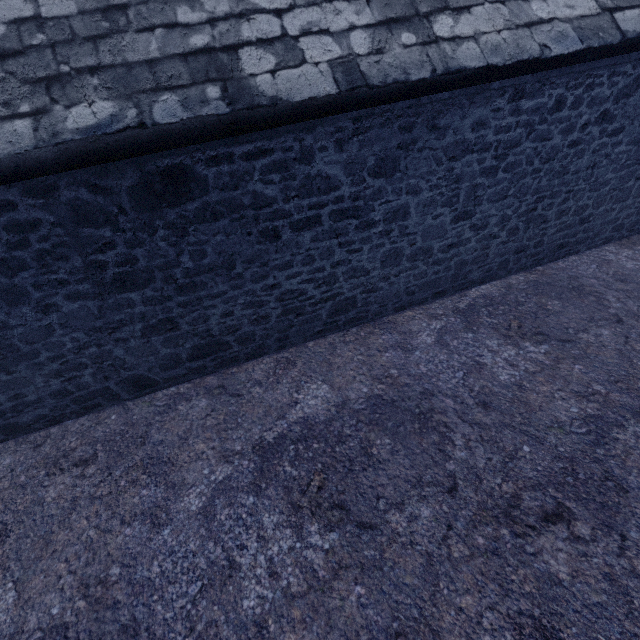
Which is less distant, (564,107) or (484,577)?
(484,577)
